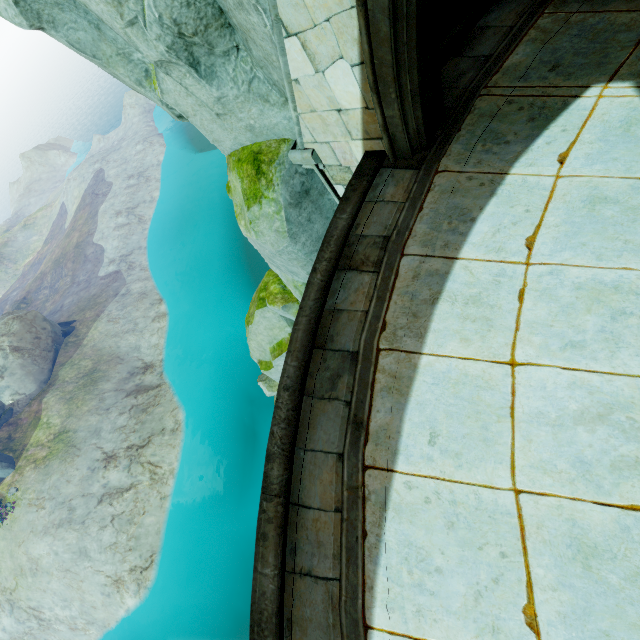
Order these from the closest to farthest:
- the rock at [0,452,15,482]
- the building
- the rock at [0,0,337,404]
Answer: the building → the rock at [0,0,337,404] → the rock at [0,452,15,482]

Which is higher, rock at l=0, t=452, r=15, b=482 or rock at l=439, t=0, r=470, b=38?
rock at l=439, t=0, r=470, b=38

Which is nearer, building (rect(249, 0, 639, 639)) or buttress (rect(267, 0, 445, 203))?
building (rect(249, 0, 639, 639))

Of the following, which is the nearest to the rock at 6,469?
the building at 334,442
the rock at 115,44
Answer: the rock at 115,44

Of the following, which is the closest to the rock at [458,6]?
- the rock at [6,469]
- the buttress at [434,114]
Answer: the buttress at [434,114]

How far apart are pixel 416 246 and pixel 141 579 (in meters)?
28.71

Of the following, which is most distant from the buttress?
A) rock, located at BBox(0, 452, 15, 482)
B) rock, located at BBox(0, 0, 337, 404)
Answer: rock, located at BBox(0, 452, 15, 482)
